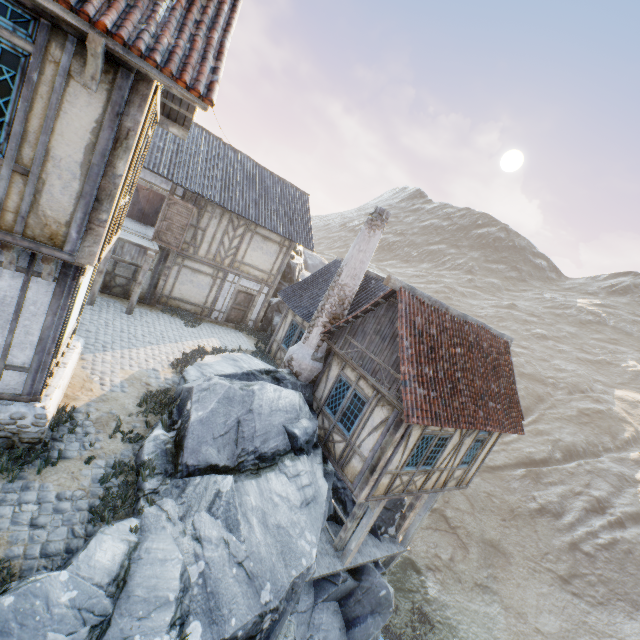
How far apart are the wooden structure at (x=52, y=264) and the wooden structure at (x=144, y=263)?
7.71m

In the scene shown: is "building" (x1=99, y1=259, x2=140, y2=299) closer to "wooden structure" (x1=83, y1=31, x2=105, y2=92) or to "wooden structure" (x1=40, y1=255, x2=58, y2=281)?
"wooden structure" (x1=40, y1=255, x2=58, y2=281)

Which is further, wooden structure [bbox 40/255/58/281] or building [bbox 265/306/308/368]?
building [bbox 265/306/308/368]

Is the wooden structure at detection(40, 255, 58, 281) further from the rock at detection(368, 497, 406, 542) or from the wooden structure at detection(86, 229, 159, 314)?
the wooden structure at detection(86, 229, 159, 314)

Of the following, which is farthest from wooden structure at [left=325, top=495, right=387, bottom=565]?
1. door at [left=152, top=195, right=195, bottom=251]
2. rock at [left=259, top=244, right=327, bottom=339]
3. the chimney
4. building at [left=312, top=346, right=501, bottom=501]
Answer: rock at [left=259, top=244, right=327, bottom=339]

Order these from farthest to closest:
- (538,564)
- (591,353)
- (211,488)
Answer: (591,353), (538,564), (211,488)

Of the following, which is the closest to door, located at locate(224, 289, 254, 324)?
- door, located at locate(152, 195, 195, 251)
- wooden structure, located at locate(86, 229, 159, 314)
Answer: door, located at locate(152, 195, 195, 251)

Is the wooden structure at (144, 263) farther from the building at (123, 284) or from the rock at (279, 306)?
the rock at (279, 306)
